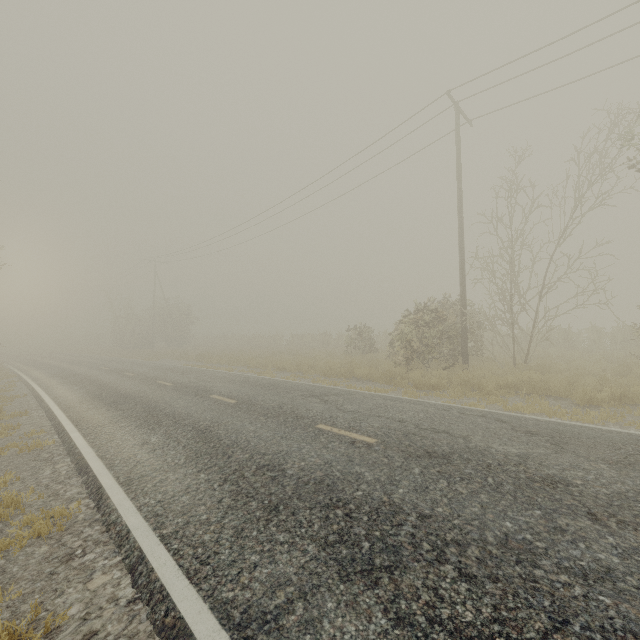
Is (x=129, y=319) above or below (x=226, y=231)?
below
